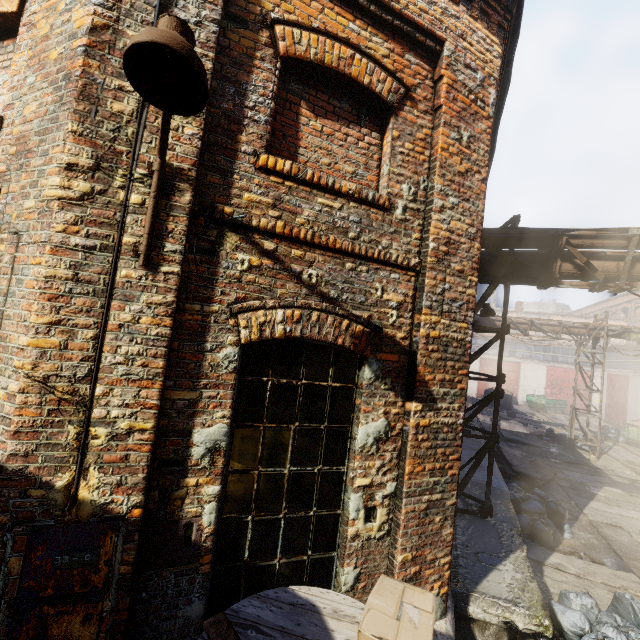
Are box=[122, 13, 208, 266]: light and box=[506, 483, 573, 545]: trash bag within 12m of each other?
yes

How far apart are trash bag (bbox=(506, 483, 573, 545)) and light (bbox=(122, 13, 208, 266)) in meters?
9.5 m

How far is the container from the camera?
28.2m

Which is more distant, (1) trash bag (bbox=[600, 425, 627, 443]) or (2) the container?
(2) the container

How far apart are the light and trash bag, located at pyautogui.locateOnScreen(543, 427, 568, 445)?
20.6m

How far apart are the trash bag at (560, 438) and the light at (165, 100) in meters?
20.6 m

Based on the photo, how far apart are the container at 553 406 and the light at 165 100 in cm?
3381

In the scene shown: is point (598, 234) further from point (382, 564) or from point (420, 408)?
point (382, 564)
